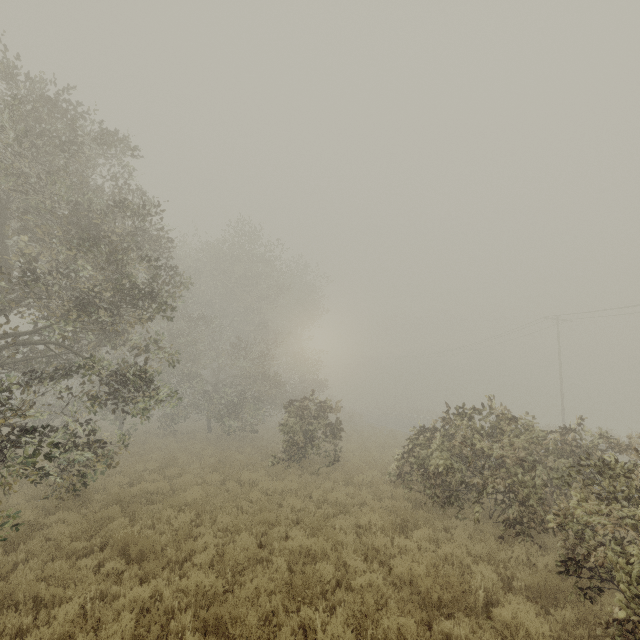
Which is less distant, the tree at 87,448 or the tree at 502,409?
the tree at 502,409

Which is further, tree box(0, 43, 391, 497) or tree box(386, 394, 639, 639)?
tree box(0, 43, 391, 497)

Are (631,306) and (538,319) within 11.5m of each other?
yes

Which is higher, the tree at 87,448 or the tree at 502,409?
the tree at 87,448

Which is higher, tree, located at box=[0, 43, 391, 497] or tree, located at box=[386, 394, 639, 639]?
tree, located at box=[0, 43, 391, 497]
